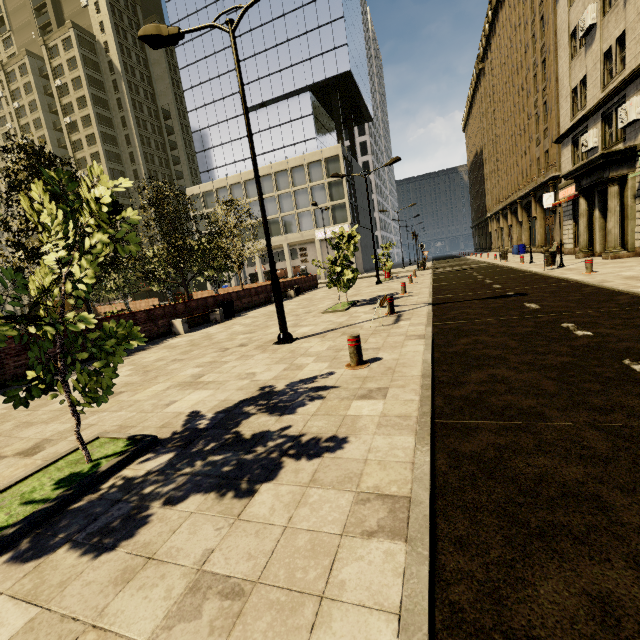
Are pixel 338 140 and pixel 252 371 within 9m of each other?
no

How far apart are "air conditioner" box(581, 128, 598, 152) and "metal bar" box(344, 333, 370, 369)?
21.0m

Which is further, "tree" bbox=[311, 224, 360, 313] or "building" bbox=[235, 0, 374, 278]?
"building" bbox=[235, 0, 374, 278]

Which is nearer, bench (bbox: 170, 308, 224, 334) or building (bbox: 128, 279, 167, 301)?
bench (bbox: 170, 308, 224, 334)

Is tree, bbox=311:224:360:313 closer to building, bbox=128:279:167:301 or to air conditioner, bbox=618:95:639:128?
building, bbox=128:279:167:301

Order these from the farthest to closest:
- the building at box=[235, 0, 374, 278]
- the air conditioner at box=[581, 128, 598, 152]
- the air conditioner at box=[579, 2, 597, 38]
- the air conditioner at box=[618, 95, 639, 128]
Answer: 1. the building at box=[235, 0, 374, 278]
2. the air conditioner at box=[581, 128, 598, 152]
3. the air conditioner at box=[579, 2, 597, 38]
4. the air conditioner at box=[618, 95, 639, 128]

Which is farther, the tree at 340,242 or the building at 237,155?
the building at 237,155

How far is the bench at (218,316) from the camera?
12.73m
